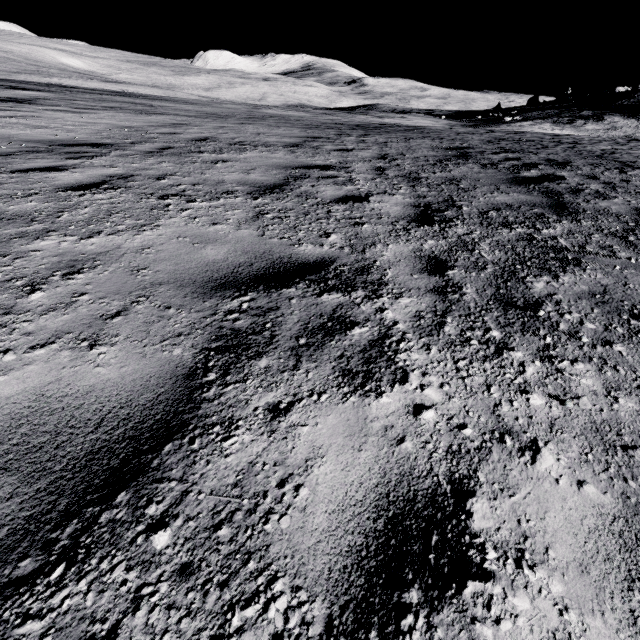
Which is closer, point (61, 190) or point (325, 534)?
point (325, 534)
